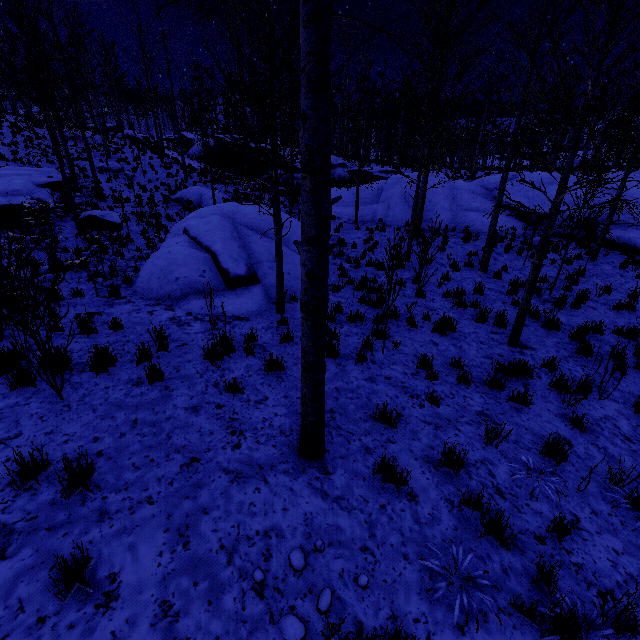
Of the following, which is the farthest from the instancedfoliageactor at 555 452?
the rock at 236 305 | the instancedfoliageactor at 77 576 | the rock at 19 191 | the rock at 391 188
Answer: the rock at 19 191

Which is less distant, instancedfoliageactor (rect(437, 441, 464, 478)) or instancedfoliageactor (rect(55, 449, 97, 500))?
instancedfoliageactor (rect(55, 449, 97, 500))

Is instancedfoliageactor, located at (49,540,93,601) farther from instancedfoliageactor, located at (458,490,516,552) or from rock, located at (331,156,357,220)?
rock, located at (331,156,357,220)

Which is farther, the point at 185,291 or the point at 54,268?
the point at 54,268

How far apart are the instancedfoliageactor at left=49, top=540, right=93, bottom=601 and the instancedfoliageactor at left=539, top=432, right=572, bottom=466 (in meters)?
5.53

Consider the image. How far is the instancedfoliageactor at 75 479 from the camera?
3.13m

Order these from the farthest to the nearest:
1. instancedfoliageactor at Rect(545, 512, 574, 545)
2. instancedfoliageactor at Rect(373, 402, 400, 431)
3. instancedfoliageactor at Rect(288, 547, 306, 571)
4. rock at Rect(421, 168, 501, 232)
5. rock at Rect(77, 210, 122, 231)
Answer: rock at Rect(421, 168, 501, 232) → rock at Rect(77, 210, 122, 231) → instancedfoliageactor at Rect(373, 402, 400, 431) → instancedfoliageactor at Rect(545, 512, 574, 545) → instancedfoliageactor at Rect(288, 547, 306, 571)
